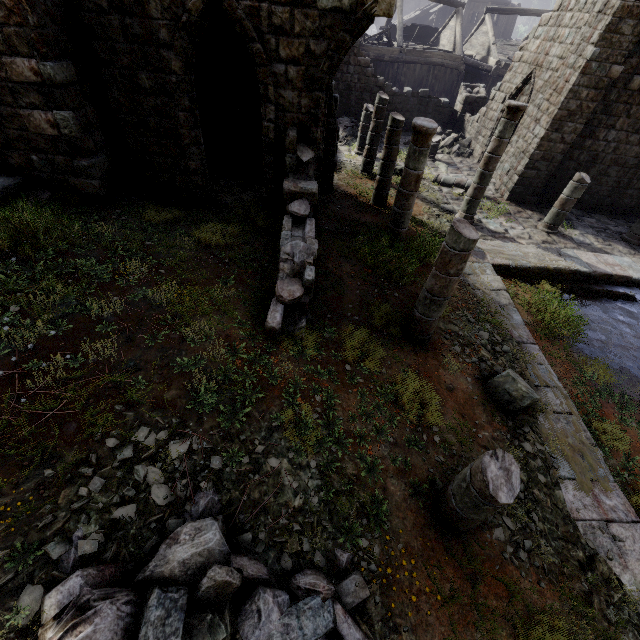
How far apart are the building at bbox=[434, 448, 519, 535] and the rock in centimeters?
207cm

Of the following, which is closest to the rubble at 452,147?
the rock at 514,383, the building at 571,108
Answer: the building at 571,108

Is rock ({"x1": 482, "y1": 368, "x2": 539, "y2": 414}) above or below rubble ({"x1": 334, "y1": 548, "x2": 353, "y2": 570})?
below

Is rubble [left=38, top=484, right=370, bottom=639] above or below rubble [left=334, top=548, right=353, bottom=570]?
above

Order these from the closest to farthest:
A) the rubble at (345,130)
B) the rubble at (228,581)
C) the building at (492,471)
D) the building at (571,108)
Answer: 1. the rubble at (228,581)
2. the building at (492,471)
3. the building at (571,108)
4. the rubble at (345,130)

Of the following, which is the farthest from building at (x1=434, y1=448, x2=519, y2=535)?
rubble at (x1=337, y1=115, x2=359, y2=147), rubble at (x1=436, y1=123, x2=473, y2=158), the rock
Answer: rubble at (x1=436, y1=123, x2=473, y2=158)

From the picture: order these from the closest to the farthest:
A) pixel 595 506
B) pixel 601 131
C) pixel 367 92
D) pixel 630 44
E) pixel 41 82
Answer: pixel 595 506
pixel 41 82
pixel 630 44
pixel 601 131
pixel 367 92

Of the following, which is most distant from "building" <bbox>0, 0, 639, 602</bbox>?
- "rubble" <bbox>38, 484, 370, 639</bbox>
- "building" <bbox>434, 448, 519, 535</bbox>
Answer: "building" <bbox>434, 448, 519, 535</bbox>
